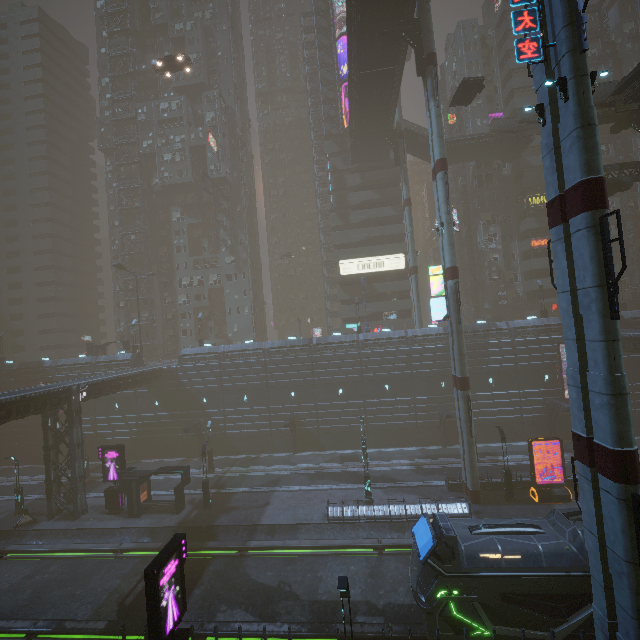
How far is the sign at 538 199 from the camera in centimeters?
4634cm

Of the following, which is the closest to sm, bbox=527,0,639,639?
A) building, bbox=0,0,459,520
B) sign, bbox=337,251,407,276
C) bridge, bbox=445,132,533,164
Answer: building, bbox=0,0,459,520

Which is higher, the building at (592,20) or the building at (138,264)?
the building at (592,20)

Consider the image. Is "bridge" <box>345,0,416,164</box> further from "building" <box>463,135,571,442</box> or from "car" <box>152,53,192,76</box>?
"car" <box>152,53,192,76</box>

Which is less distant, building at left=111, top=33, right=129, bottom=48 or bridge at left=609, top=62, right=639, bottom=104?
bridge at left=609, top=62, right=639, bottom=104

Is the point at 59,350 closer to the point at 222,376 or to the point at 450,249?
the point at 222,376

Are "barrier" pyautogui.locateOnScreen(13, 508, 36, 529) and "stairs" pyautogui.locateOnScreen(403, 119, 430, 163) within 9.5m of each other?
no

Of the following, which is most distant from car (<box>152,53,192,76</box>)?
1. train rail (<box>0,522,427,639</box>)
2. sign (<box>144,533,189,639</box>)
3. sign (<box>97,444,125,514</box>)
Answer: sign (<box>144,533,189,639</box>)
